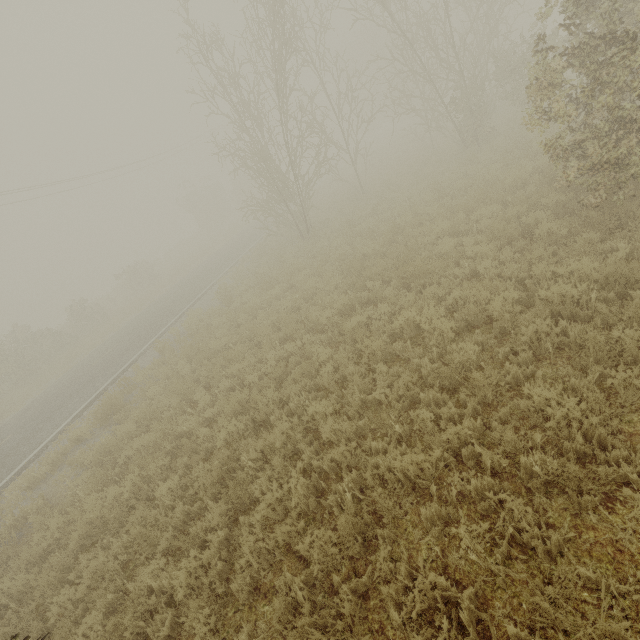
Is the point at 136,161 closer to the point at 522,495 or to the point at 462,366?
the point at 462,366
